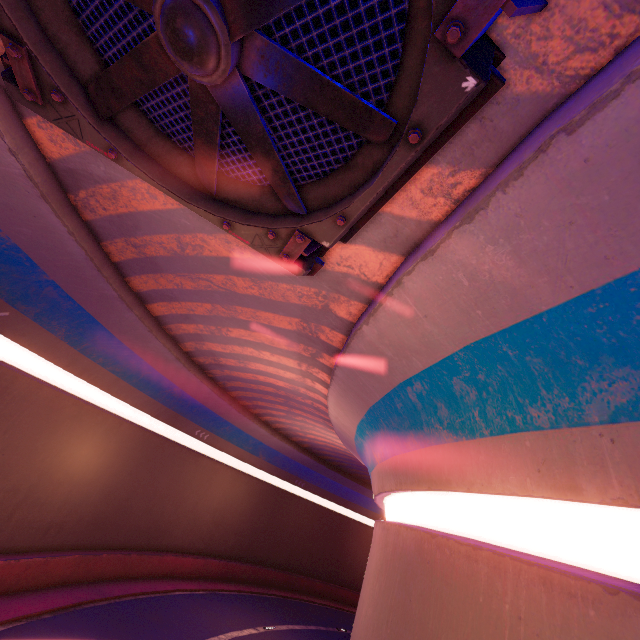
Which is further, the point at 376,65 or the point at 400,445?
the point at 400,445
